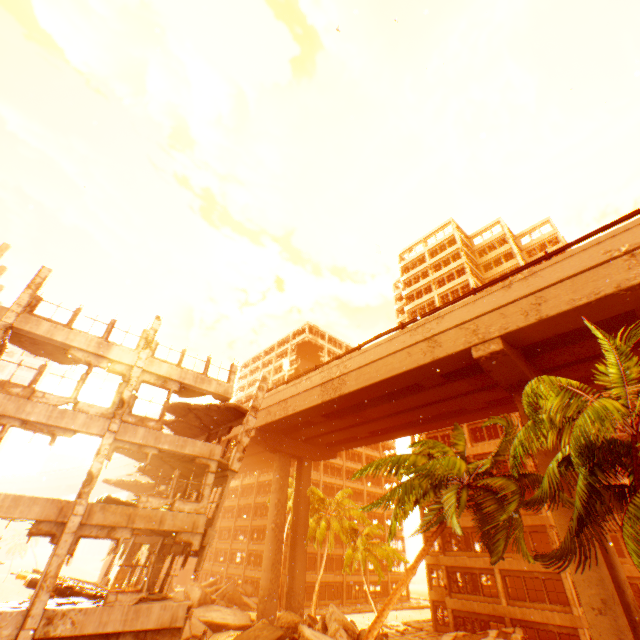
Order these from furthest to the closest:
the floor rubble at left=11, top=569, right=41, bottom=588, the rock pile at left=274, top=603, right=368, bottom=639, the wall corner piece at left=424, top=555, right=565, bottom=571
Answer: the wall corner piece at left=424, top=555, right=565, bottom=571 < the rock pile at left=274, top=603, right=368, bottom=639 < the floor rubble at left=11, top=569, right=41, bottom=588

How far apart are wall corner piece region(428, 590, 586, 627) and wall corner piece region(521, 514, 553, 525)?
5.1m

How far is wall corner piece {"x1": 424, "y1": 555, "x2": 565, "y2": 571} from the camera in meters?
24.8

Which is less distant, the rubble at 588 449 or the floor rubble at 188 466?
the rubble at 588 449

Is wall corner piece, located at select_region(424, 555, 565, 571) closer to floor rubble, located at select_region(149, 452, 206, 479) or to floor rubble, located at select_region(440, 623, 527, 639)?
floor rubble, located at select_region(440, 623, 527, 639)

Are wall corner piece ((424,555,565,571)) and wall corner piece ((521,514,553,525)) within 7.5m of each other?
yes

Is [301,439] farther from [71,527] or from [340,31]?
[340,31]

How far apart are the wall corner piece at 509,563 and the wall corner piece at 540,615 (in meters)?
2.07
